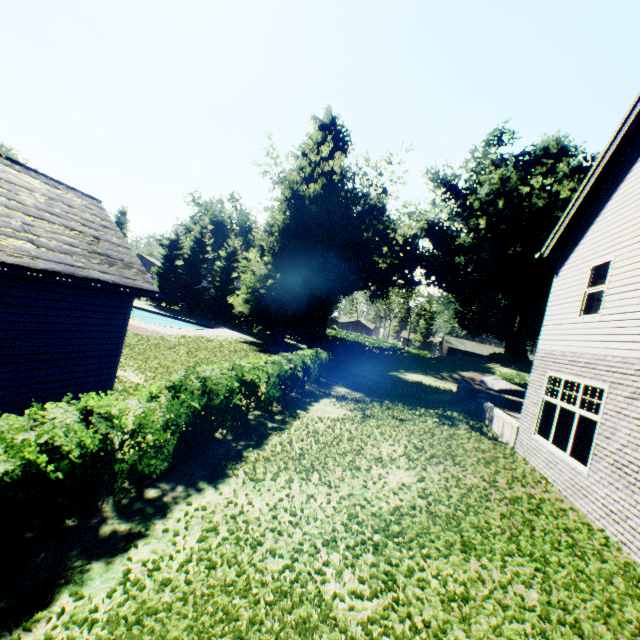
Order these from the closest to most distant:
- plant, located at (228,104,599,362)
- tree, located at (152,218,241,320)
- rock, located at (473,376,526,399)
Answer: rock, located at (473,376,526,399)
plant, located at (228,104,599,362)
tree, located at (152,218,241,320)

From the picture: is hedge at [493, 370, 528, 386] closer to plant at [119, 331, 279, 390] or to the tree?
plant at [119, 331, 279, 390]

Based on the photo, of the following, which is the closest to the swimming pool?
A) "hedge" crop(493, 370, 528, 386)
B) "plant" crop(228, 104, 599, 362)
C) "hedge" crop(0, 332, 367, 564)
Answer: "plant" crop(228, 104, 599, 362)

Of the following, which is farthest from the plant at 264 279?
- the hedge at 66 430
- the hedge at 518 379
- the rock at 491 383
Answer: the hedge at 66 430

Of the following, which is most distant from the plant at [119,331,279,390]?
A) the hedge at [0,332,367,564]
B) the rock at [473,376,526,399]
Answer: the hedge at [0,332,367,564]

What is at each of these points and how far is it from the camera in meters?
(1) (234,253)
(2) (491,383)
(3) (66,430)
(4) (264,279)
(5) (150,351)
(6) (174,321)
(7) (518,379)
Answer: (1) tree, 45.4 m
(2) rock, 29.9 m
(3) hedge, 4.5 m
(4) plant, 32.1 m
(5) plant, 16.5 m
(6) swimming pool, 38.0 m
(7) hedge, 30.3 m

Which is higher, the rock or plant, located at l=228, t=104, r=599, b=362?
plant, located at l=228, t=104, r=599, b=362

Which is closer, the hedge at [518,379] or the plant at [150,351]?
the plant at [150,351]
